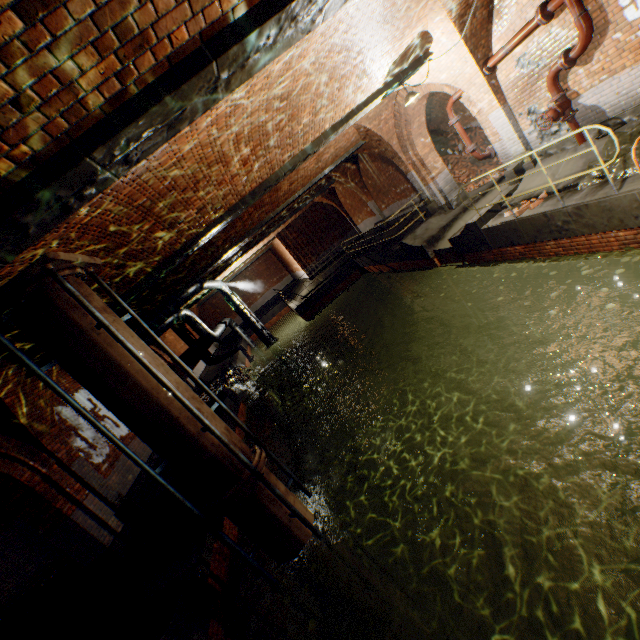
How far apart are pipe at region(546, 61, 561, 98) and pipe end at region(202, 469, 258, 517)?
9.9 meters

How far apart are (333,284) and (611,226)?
15.61m

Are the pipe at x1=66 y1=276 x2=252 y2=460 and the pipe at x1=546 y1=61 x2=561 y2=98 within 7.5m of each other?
no

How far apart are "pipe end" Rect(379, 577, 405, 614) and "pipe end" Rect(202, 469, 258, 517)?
4.0 meters

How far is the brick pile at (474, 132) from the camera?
15.1 meters

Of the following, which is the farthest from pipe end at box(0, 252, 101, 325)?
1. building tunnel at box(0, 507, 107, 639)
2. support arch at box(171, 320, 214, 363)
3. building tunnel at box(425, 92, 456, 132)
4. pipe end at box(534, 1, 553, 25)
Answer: support arch at box(171, 320, 214, 363)

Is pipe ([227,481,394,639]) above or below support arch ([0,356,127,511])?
below

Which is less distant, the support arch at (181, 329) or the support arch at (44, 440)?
the support arch at (44, 440)
